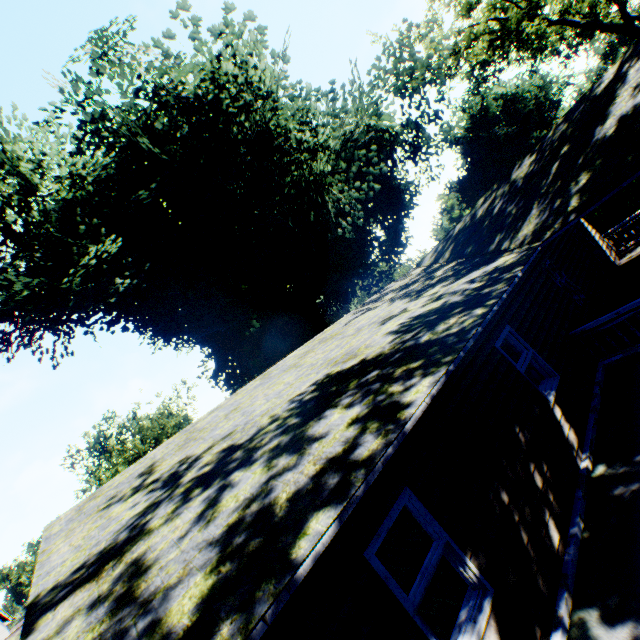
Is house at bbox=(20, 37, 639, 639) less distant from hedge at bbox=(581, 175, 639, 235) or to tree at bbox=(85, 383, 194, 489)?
hedge at bbox=(581, 175, 639, 235)

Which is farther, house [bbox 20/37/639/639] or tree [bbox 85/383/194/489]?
tree [bbox 85/383/194/489]

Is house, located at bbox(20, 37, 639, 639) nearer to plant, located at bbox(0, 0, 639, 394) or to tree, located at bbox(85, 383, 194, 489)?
plant, located at bbox(0, 0, 639, 394)

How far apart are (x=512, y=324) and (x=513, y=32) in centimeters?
2696cm

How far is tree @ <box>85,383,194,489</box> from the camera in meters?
37.1 m

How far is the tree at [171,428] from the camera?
37.09m

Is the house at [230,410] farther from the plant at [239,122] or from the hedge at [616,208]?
the hedge at [616,208]

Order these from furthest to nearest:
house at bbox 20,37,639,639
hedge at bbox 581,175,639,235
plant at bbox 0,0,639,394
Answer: hedge at bbox 581,175,639,235 → plant at bbox 0,0,639,394 → house at bbox 20,37,639,639
